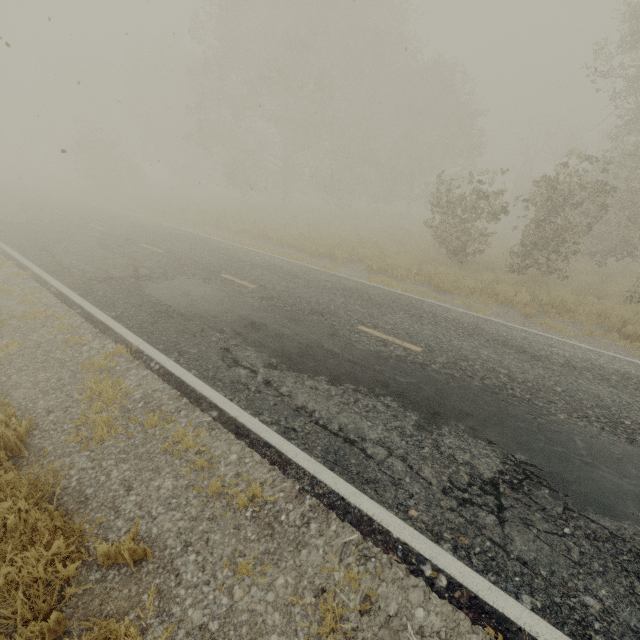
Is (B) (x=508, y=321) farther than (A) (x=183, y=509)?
Yes

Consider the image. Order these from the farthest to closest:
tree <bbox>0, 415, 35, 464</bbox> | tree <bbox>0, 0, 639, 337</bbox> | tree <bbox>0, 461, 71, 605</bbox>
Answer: tree <bbox>0, 0, 639, 337</bbox>, tree <bbox>0, 415, 35, 464</bbox>, tree <bbox>0, 461, 71, 605</bbox>

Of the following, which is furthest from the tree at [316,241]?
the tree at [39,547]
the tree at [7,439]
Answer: the tree at [39,547]

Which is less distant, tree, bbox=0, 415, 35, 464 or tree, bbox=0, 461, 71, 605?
tree, bbox=0, 461, 71, 605

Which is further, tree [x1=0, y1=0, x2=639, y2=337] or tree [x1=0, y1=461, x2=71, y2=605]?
tree [x1=0, y1=0, x2=639, y2=337]

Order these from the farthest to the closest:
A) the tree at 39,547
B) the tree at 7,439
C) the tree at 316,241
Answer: the tree at 316,241
the tree at 7,439
the tree at 39,547

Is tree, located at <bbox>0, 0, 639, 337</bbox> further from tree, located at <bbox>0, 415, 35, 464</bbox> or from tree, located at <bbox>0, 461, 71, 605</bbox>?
tree, located at <bbox>0, 461, 71, 605</bbox>
